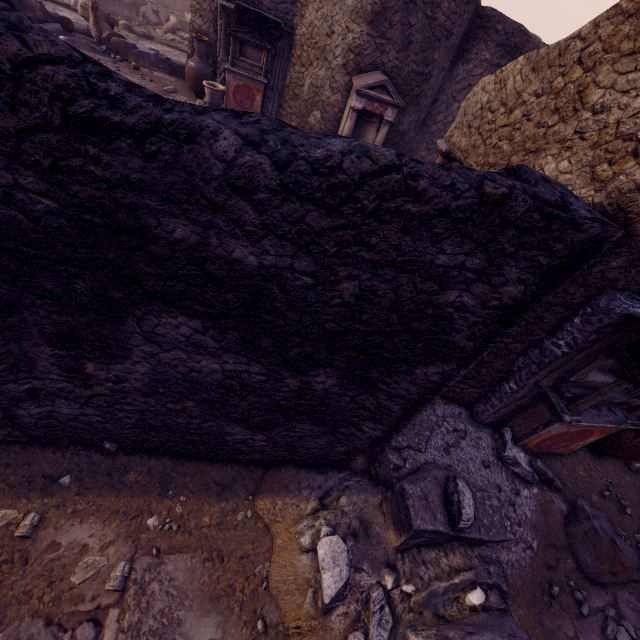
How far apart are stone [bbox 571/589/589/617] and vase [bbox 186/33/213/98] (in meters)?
11.82

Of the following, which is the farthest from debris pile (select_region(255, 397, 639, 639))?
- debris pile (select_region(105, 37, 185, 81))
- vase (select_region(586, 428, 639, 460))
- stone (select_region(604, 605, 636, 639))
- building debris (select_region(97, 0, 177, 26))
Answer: building debris (select_region(97, 0, 177, 26))

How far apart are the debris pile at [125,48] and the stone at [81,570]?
11.71m

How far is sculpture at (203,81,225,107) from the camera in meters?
5.9

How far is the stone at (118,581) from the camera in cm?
211

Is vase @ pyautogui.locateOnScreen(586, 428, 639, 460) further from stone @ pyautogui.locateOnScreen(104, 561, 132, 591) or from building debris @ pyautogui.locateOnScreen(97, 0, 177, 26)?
building debris @ pyautogui.locateOnScreen(97, 0, 177, 26)

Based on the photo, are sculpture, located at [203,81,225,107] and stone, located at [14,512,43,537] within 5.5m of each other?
no

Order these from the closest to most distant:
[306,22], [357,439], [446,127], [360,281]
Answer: [360,281], [357,439], [306,22], [446,127]
